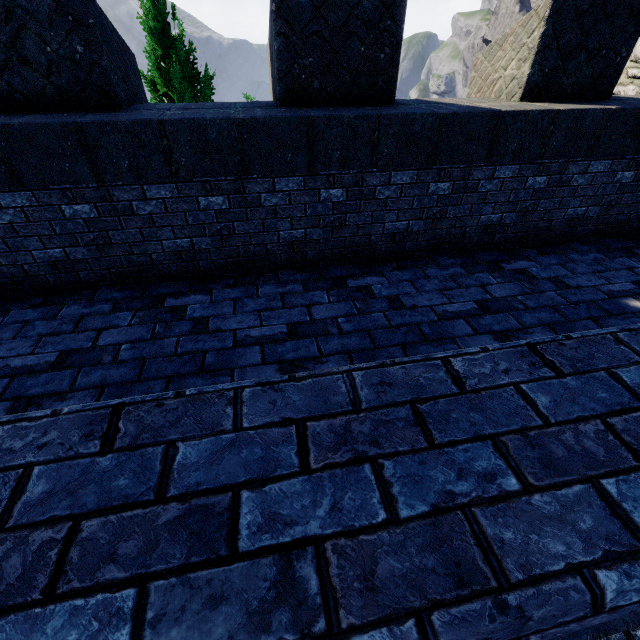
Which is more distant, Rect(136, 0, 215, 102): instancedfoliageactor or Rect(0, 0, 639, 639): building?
Rect(136, 0, 215, 102): instancedfoliageactor

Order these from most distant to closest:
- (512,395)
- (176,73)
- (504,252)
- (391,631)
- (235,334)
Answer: (176,73) < (504,252) < (235,334) < (512,395) < (391,631)

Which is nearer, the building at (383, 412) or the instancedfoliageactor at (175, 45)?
the building at (383, 412)
